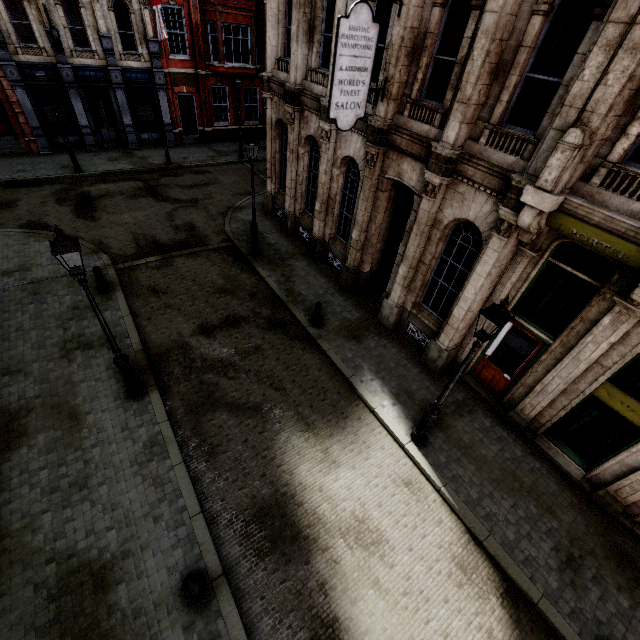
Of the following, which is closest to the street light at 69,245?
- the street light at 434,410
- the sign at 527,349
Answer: the street light at 434,410

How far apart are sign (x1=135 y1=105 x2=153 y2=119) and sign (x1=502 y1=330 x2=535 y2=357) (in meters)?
25.82

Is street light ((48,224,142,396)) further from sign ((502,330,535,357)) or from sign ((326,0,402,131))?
sign ((502,330,535,357))

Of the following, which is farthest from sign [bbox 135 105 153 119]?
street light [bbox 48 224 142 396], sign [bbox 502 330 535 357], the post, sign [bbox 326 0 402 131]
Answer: the post

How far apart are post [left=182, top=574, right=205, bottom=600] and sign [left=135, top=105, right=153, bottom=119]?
26.47m

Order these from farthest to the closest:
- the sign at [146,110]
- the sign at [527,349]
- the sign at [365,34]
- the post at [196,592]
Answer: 1. the sign at [146,110]
2. the sign at [527,349]
3. the sign at [365,34]
4. the post at [196,592]

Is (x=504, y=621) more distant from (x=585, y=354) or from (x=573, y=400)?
(x=585, y=354)

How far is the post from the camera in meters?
5.3 m
